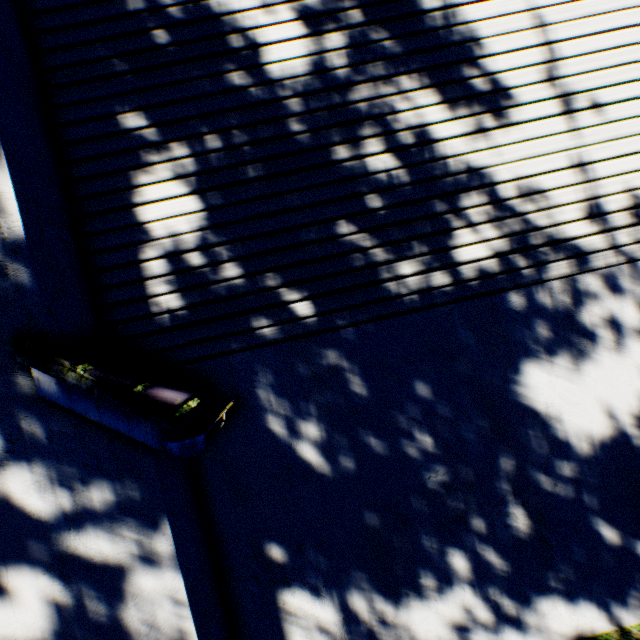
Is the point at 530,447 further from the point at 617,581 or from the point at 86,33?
the point at 86,33
